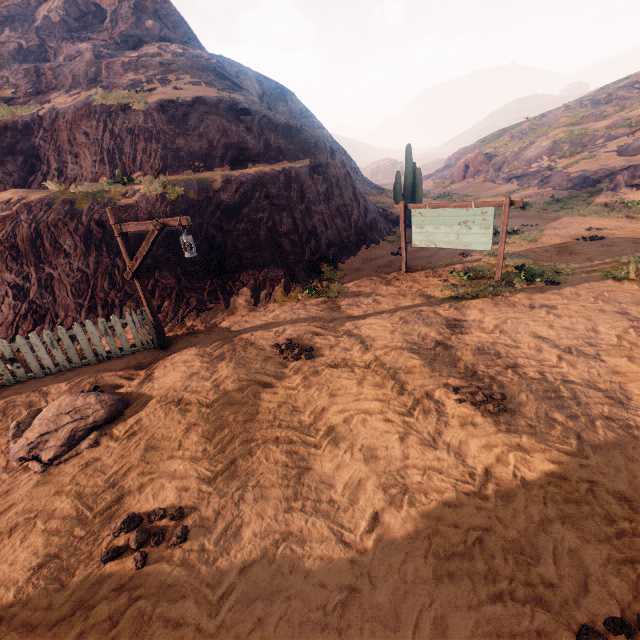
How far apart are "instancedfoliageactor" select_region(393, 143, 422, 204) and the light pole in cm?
1346

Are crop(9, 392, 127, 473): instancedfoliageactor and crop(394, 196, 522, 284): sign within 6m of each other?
no

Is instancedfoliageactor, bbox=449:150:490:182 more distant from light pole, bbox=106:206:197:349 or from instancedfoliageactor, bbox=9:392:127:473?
instancedfoliageactor, bbox=9:392:127:473

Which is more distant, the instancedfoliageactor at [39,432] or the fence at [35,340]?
the fence at [35,340]

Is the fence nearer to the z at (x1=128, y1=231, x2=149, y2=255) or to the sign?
the z at (x1=128, y1=231, x2=149, y2=255)

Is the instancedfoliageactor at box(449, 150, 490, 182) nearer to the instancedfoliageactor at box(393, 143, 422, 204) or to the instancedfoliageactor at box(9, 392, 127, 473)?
the instancedfoliageactor at box(393, 143, 422, 204)

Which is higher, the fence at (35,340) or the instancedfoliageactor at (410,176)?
the instancedfoliageactor at (410,176)

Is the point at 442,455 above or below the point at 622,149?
below
